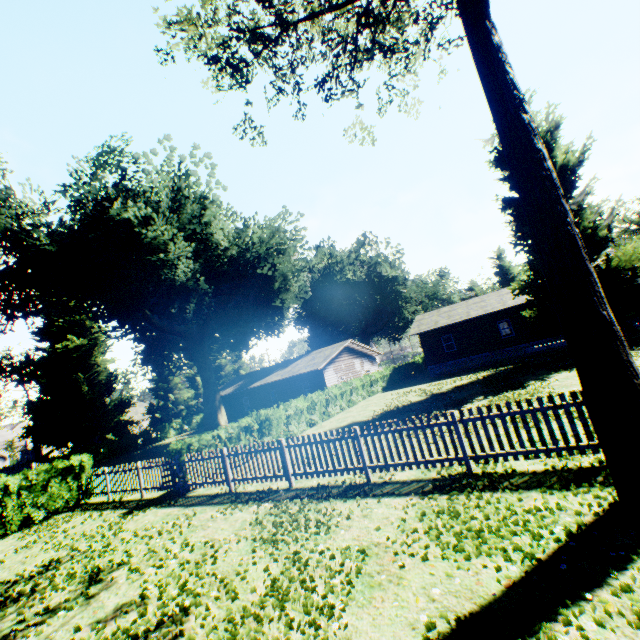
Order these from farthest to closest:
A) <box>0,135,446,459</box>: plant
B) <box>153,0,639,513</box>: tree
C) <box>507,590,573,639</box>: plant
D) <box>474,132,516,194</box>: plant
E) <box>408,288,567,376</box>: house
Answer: <box>408,288,567,376</box>: house → <box>474,132,516,194</box>: plant → <box>0,135,446,459</box>: plant → <box>153,0,639,513</box>: tree → <box>507,590,573,639</box>: plant

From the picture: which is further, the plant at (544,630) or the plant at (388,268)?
the plant at (388,268)

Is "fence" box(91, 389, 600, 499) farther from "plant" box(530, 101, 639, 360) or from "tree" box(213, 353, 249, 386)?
"tree" box(213, 353, 249, 386)

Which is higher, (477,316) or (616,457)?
(477,316)

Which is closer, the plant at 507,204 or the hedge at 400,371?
the hedge at 400,371

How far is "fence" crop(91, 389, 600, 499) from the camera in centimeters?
647cm

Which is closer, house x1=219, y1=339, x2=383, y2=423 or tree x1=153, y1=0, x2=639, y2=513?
tree x1=153, y1=0, x2=639, y2=513

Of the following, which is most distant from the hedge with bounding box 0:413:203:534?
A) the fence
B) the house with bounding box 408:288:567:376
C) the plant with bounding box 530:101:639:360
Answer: the house with bounding box 408:288:567:376
